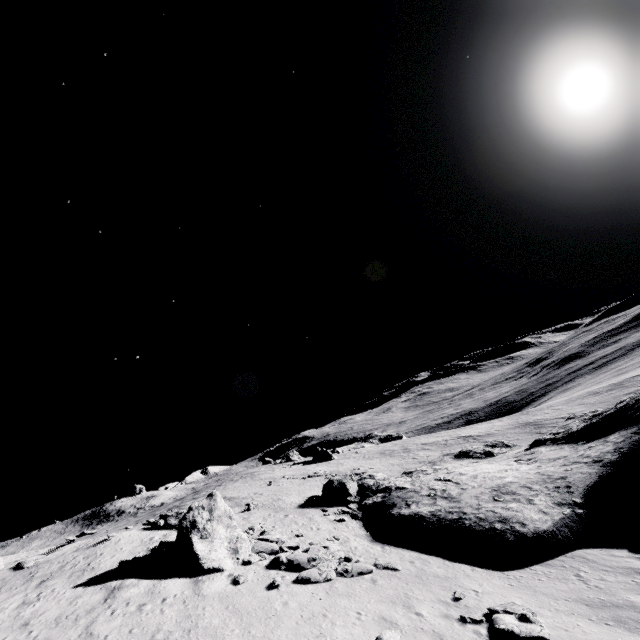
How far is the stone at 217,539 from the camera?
14.2m

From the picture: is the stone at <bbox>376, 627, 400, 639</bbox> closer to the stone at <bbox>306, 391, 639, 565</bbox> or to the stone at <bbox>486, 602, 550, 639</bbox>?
the stone at <bbox>486, 602, 550, 639</bbox>

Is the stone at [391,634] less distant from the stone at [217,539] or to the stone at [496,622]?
the stone at [496,622]

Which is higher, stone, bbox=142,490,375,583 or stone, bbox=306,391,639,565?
stone, bbox=142,490,375,583

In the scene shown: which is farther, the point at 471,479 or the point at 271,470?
the point at 271,470

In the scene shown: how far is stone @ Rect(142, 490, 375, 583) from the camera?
14.2 meters

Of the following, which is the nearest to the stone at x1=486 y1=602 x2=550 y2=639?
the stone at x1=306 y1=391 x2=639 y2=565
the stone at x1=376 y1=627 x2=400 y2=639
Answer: the stone at x1=376 y1=627 x2=400 y2=639
